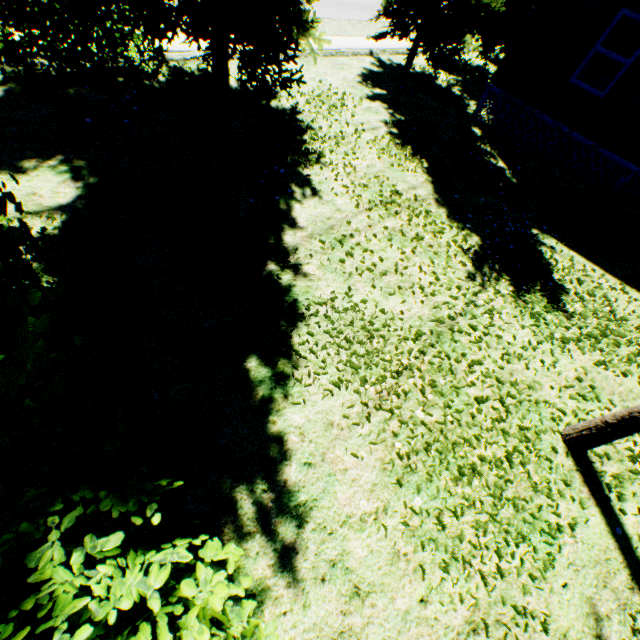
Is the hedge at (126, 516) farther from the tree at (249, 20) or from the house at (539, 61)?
the house at (539, 61)

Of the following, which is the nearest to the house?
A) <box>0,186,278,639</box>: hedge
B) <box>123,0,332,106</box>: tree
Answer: <box>123,0,332,106</box>: tree

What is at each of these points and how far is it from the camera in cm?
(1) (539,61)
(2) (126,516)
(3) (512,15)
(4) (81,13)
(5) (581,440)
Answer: (1) house, 941
(2) hedge, 221
(3) tree, 1375
(4) hedge, 555
(5) tree, 416

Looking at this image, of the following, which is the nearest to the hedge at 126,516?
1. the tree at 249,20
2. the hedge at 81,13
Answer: the tree at 249,20

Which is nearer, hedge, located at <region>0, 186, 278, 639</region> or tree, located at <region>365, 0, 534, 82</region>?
hedge, located at <region>0, 186, 278, 639</region>

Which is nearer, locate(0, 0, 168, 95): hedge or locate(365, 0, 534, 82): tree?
locate(0, 0, 168, 95): hedge

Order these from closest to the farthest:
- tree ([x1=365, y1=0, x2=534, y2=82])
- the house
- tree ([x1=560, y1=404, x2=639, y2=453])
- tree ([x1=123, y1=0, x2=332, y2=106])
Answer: tree ([x1=560, y1=404, x2=639, y2=453]), tree ([x1=123, y1=0, x2=332, y2=106]), the house, tree ([x1=365, y1=0, x2=534, y2=82])

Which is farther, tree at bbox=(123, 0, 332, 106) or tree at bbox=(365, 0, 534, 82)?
tree at bbox=(365, 0, 534, 82)
